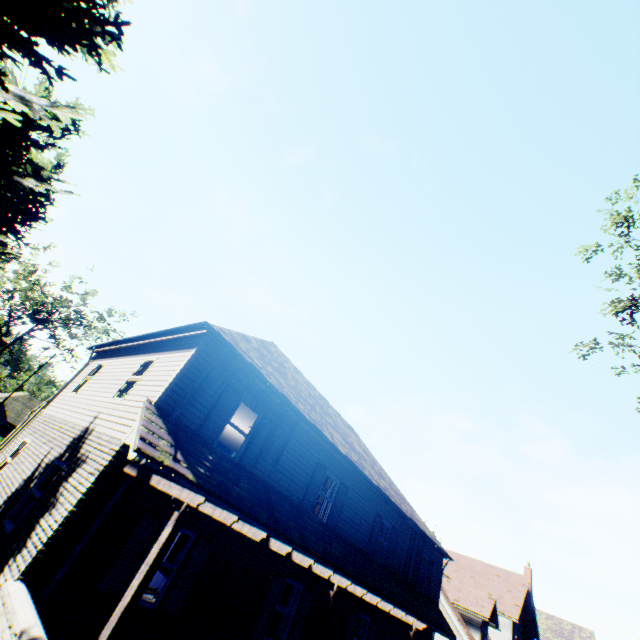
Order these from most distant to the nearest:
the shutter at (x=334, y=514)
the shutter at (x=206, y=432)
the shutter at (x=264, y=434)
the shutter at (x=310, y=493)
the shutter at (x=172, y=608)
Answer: the shutter at (x=334, y=514)
the shutter at (x=310, y=493)
the shutter at (x=264, y=434)
the shutter at (x=206, y=432)
the shutter at (x=172, y=608)

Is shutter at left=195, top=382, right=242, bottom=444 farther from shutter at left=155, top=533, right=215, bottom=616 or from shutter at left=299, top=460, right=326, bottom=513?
shutter at left=299, top=460, right=326, bottom=513

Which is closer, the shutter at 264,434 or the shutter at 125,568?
the shutter at 125,568

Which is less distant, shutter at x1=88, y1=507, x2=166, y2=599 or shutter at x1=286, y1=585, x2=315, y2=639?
shutter at x1=88, y1=507, x2=166, y2=599

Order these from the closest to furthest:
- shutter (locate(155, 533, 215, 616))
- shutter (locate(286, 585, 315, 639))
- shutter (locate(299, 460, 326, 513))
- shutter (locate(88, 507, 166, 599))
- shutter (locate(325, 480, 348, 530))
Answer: shutter (locate(88, 507, 166, 599)), shutter (locate(155, 533, 215, 616)), shutter (locate(286, 585, 315, 639)), shutter (locate(299, 460, 326, 513)), shutter (locate(325, 480, 348, 530))

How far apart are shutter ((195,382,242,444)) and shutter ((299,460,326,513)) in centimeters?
429cm

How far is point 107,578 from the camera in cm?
681

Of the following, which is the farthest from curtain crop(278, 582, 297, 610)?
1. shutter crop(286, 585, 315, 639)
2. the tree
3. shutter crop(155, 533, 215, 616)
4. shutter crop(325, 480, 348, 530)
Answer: the tree
